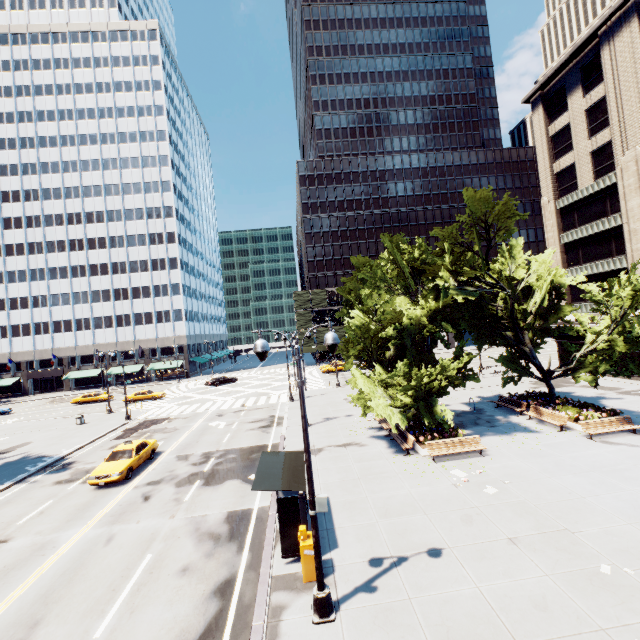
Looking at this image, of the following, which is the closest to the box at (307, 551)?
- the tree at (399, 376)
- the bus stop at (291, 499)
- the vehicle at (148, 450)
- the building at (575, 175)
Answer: the bus stop at (291, 499)

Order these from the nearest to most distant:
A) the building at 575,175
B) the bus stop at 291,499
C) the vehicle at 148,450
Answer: the bus stop at 291,499 < the vehicle at 148,450 < the building at 575,175

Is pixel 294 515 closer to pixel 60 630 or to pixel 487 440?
pixel 60 630

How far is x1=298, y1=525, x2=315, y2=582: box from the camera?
9.4 meters

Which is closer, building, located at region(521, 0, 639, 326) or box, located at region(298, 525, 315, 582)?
box, located at region(298, 525, 315, 582)

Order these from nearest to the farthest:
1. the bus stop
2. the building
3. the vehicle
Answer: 1. the bus stop
2. the vehicle
3. the building

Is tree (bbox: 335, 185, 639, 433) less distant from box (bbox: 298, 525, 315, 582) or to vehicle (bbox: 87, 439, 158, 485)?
box (bbox: 298, 525, 315, 582)

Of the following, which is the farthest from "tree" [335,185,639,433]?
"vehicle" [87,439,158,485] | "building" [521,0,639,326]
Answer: "vehicle" [87,439,158,485]
